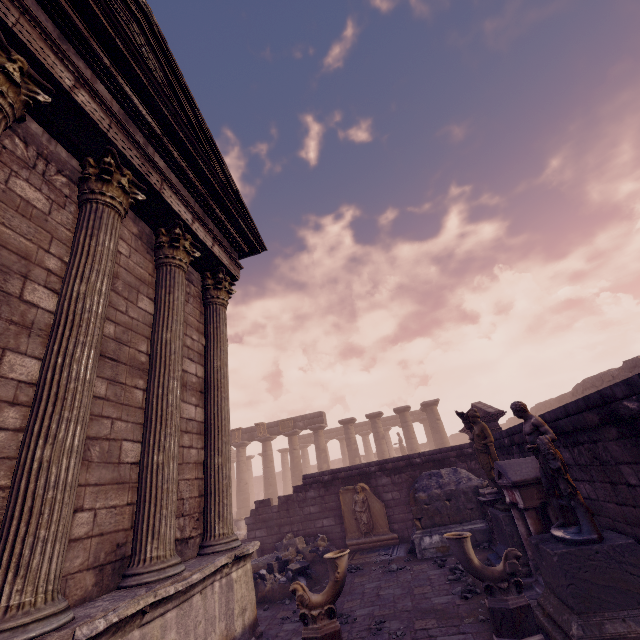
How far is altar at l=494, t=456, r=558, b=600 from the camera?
5.4 meters

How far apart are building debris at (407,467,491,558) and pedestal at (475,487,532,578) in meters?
1.2 m

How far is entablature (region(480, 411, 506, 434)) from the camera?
11.1m

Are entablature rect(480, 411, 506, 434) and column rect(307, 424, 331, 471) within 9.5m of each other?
no

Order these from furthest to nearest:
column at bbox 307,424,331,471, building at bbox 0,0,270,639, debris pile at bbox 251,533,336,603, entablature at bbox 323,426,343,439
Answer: entablature at bbox 323,426,343,439 → column at bbox 307,424,331,471 → debris pile at bbox 251,533,336,603 → building at bbox 0,0,270,639

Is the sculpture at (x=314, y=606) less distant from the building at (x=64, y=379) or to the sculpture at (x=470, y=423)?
the building at (x=64, y=379)

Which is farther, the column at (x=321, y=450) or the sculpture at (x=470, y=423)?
the column at (x=321, y=450)

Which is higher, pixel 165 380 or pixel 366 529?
pixel 165 380
